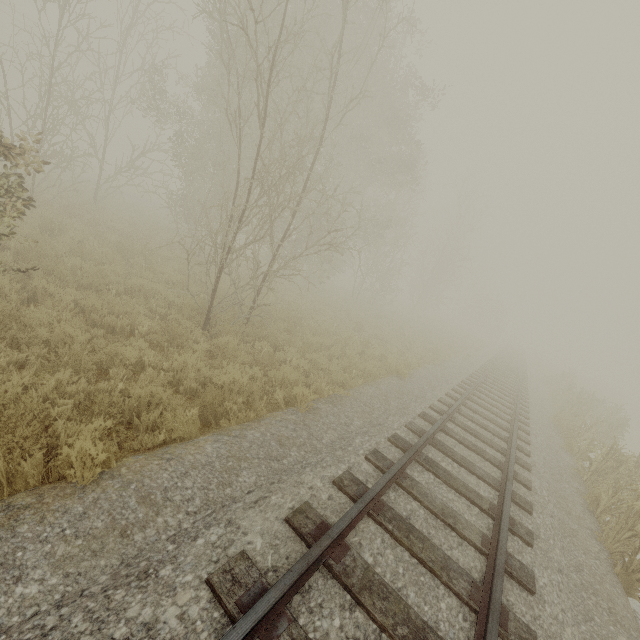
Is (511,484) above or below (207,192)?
below
